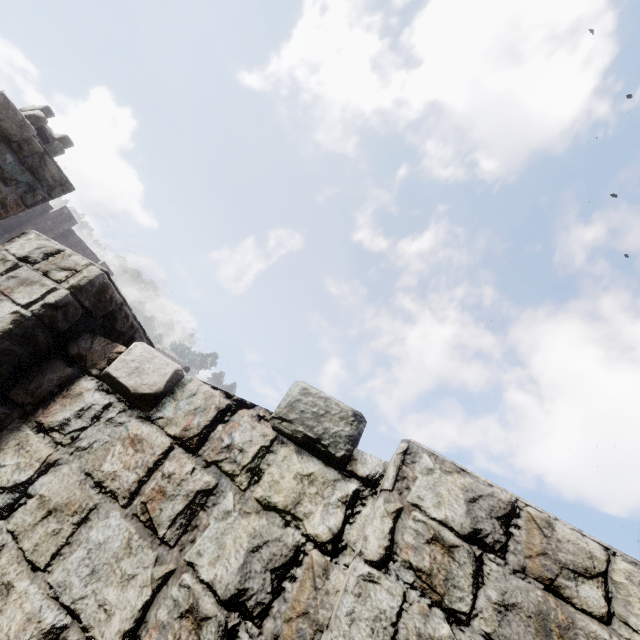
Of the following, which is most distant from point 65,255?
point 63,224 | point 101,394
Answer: point 63,224
